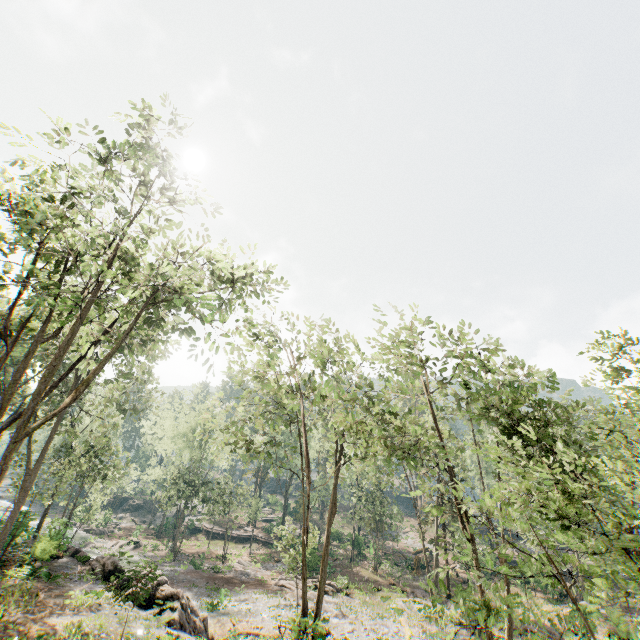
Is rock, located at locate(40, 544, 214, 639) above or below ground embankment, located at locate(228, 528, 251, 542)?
above

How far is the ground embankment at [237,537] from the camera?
48.6 meters

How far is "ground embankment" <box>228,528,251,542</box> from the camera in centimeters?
4856cm

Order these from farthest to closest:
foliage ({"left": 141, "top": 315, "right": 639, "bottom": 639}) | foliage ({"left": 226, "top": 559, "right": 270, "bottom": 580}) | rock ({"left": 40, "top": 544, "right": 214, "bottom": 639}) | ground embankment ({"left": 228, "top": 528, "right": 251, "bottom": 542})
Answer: ground embankment ({"left": 228, "top": 528, "right": 251, "bottom": 542}) < foliage ({"left": 226, "top": 559, "right": 270, "bottom": 580}) < rock ({"left": 40, "top": 544, "right": 214, "bottom": 639}) < foliage ({"left": 141, "top": 315, "right": 639, "bottom": 639})

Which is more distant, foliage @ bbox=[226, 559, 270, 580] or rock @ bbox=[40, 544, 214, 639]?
foliage @ bbox=[226, 559, 270, 580]

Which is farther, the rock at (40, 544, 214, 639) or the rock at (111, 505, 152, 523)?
the rock at (111, 505, 152, 523)

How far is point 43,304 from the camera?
10.4m

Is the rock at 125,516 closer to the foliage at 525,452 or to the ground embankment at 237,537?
the foliage at 525,452
